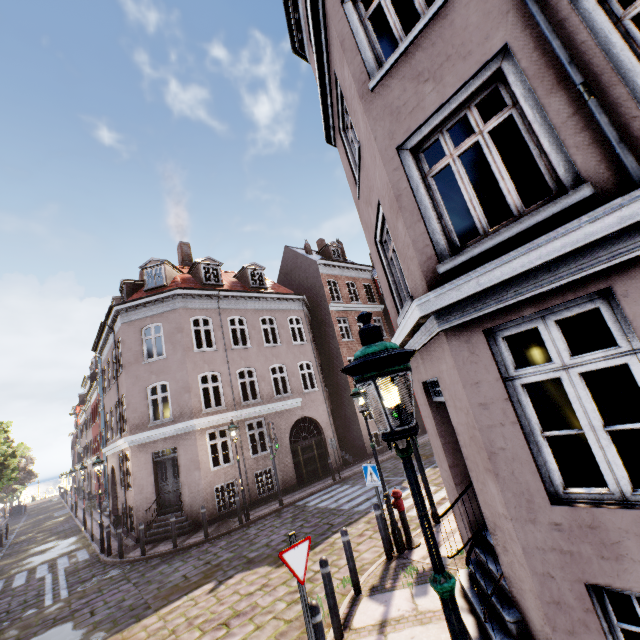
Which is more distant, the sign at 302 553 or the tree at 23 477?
the tree at 23 477

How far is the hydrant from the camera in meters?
7.4

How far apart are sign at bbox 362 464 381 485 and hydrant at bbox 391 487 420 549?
0.50m

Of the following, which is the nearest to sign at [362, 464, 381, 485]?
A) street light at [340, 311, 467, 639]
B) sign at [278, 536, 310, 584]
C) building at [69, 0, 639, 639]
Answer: street light at [340, 311, 467, 639]

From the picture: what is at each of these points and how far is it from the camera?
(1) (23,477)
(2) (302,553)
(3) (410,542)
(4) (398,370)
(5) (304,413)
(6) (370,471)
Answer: (1) tree, 42.0m
(2) sign, 4.3m
(3) hydrant, 7.4m
(4) street light, 2.0m
(5) building, 18.5m
(6) sign, 7.8m

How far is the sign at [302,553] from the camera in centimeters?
410cm

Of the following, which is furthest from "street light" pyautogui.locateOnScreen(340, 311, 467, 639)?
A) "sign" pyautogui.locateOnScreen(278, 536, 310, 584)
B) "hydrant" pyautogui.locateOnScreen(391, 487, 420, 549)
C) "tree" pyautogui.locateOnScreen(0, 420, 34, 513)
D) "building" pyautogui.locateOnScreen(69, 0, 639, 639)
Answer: "tree" pyautogui.locateOnScreen(0, 420, 34, 513)

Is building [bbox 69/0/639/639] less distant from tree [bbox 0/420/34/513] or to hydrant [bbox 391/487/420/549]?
hydrant [bbox 391/487/420/549]
